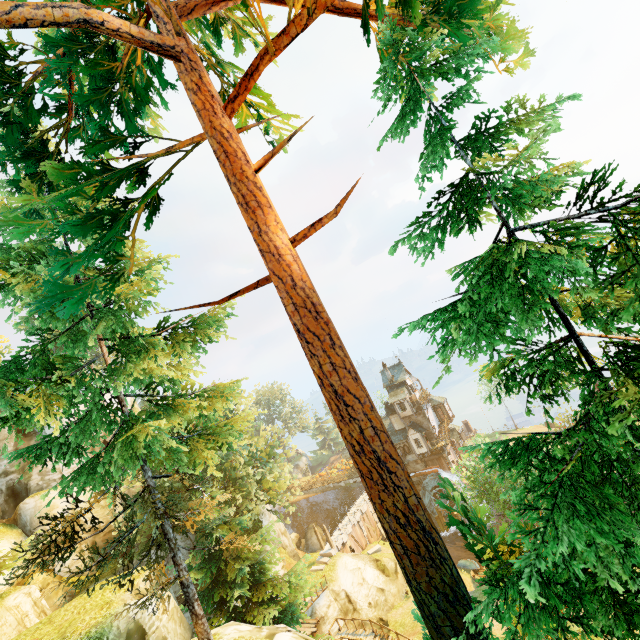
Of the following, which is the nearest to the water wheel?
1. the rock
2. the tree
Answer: the tree

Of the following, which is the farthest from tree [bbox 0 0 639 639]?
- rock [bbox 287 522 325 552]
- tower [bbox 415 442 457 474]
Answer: tower [bbox 415 442 457 474]

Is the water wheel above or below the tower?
below

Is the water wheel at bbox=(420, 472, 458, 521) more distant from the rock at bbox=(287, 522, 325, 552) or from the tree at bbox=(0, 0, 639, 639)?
the rock at bbox=(287, 522, 325, 552)

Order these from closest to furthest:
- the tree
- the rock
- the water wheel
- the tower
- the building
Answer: the tree → the rock → the water wheel → the tower → the building

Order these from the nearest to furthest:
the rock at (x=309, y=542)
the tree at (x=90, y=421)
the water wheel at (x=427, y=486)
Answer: the tree at (x=90, y=421) < the rock at (x=309, y=542) < the water wheel at (x=427, y=486)

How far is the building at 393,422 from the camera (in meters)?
47.09

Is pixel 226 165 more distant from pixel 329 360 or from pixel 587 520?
pixel 587 520
